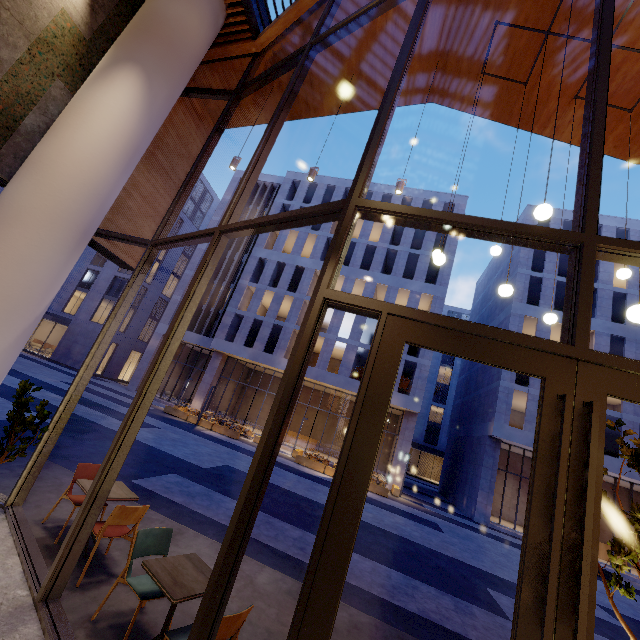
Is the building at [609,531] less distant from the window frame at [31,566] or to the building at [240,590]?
the building at [240,590]

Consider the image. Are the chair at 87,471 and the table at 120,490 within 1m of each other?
yes

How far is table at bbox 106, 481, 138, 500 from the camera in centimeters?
435cm

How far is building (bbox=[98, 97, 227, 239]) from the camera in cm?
748

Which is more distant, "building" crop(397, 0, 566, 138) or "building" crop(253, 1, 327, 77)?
"building" crop(253, 1, 327, 77)

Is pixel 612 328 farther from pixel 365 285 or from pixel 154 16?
pixel 154 16

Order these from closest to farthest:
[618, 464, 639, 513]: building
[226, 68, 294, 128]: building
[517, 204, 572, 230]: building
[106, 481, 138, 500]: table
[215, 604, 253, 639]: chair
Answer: [215, 604, 253, 639]: chair
[106, 481, 138, 500]: table
[226, 68, 294, 128]: building
[618, 464, 639, 513]: building
[517, 204, 572, 230]: building

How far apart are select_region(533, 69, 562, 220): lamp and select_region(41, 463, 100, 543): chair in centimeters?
711cm
